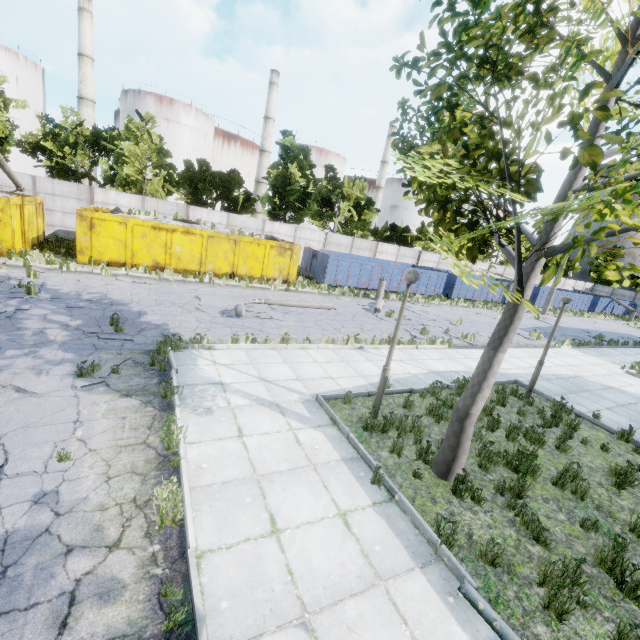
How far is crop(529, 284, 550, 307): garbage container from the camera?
34.5m

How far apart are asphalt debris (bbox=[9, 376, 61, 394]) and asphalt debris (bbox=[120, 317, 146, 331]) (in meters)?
1.98

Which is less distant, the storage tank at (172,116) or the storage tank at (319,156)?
the storage tank at (172,116)

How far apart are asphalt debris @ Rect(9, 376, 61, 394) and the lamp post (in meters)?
6.29

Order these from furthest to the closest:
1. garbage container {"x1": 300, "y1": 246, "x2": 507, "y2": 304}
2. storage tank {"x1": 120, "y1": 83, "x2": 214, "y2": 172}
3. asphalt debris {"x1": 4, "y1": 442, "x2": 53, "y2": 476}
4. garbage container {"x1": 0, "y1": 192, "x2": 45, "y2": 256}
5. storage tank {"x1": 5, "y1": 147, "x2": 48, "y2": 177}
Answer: storage tank {"x1": 120, "y1": 83, "x2": 214, "y2": 172} < storage tank {"x1": 5, "y1": 147, "x2": 48, "y2": 177} < garbage container {"x1": 300, "y1": 246, "x2": 507, "y2": 304} < garbage container {"x1": 0, "y1": 192, "x2": 45, "y2": 256} < asphalt debris {"x1": 4, "y1": 442, "x2": 53, "y2": 476}

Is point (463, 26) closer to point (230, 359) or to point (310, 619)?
point (310, 619)

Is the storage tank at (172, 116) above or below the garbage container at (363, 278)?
above

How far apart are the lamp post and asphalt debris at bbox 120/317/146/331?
6.7m
